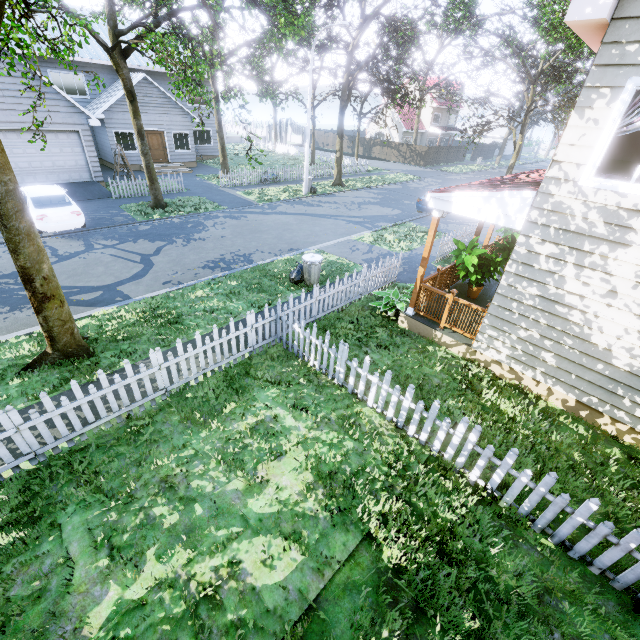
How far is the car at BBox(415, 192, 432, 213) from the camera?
18.8m

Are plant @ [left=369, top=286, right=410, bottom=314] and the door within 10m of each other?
no

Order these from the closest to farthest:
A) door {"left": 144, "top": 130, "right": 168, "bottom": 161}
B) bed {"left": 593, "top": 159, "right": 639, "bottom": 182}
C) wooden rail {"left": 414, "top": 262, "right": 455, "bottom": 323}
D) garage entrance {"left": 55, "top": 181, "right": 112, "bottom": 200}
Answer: bed {"left": 593, "top": 159, "right": 639, "bottom": 182} → wooden rail {"left": 414, "top": 262, "right": 455, "bottom": 323} → garage entrance {"left": 55, "top": 181, "right": 112, "bottom": 200} → door {"left": 144, "top": 130, "right": 168, "bottom": 161}

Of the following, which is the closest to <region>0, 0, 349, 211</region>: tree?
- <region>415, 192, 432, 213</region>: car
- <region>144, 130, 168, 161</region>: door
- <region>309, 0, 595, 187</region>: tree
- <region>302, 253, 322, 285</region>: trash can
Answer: <region>309, 0, 595, 187</region>: tree

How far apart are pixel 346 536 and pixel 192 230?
13.81m

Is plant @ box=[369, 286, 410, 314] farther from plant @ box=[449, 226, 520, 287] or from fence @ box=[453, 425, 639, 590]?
plant @ box=[449, 226, 520, 287]

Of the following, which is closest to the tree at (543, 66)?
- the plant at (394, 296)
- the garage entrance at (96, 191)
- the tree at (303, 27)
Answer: the tree at (303, 27)

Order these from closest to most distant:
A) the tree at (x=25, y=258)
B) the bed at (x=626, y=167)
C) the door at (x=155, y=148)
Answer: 1. the tree at (x=25, y=258)
2. the bed at (x=626, y=167)
3. the door at (x=155, y=148)
